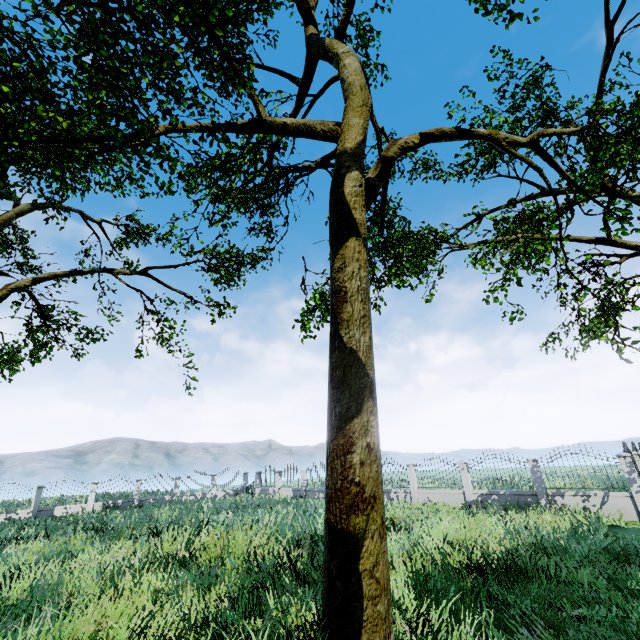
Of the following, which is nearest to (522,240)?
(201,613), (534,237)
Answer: (201,613)

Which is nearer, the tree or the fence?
the tree

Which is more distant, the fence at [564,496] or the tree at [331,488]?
the fence at [564,496]
